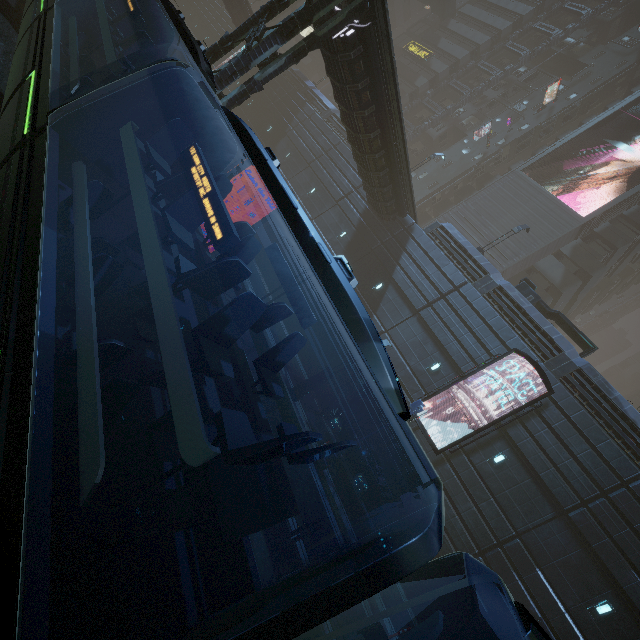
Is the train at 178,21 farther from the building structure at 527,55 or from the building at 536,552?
the building structure at 527,55

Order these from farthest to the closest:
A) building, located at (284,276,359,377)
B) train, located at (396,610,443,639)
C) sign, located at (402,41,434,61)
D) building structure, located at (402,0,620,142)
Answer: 1. sign, located at (402,41,434,61)
2. building structure, located at (402,0,620,142)
3. building, located at (284,276,359,377)
4. train, located at (396,610,443,639)

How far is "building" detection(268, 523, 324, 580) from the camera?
7.9 meters

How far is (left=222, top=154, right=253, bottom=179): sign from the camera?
10.3m

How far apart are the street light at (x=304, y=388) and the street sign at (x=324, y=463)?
2.8m

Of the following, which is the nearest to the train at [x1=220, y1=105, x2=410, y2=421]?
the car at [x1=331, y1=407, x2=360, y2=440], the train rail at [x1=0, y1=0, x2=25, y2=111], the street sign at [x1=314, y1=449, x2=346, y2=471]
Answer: the train rail at [x1=0, y1=0, x2=25, y2=111]

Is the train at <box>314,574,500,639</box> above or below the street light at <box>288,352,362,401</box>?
above

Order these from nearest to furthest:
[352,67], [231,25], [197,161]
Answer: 1. [197,161]
2. [352,67]
3. [231,25]
